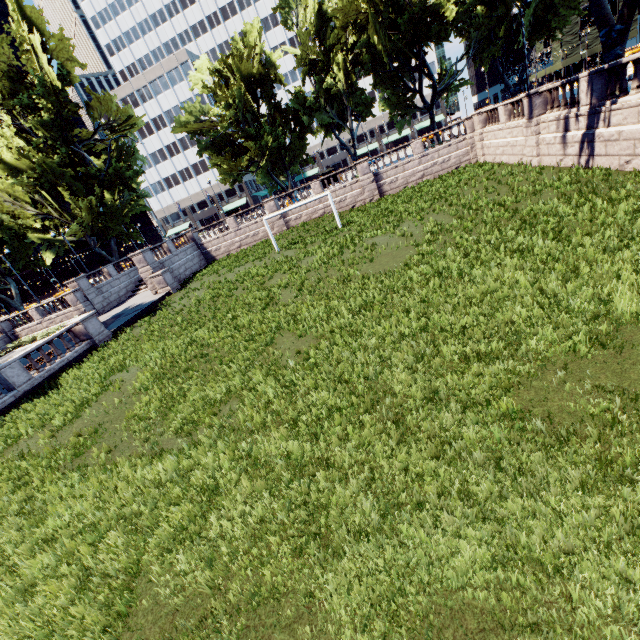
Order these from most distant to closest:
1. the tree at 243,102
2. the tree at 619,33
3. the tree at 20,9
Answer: the tree at 20,9 → the tree at 243,102 → the tree at 619,33

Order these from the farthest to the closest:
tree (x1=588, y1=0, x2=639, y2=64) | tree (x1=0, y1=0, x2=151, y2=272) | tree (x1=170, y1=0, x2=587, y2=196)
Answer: tree (x1=0, y1=0, x2=151, y2=272) < tree (x1=170, y1=0, x2=587, y2=196) < tree (x1=588, y1=0, x2=639, y2=64)

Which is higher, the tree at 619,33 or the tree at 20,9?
the tree at 20,9

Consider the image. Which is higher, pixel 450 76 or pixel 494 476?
pixel 450 76

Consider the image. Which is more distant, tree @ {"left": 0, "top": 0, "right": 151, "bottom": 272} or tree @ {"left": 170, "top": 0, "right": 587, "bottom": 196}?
tree @ {"left": 0, "top": 0, "right": 151, "bottom": 272}

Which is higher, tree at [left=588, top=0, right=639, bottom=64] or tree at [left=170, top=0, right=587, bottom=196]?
tree at [left=170, top=0, right=587, bottom=196]
